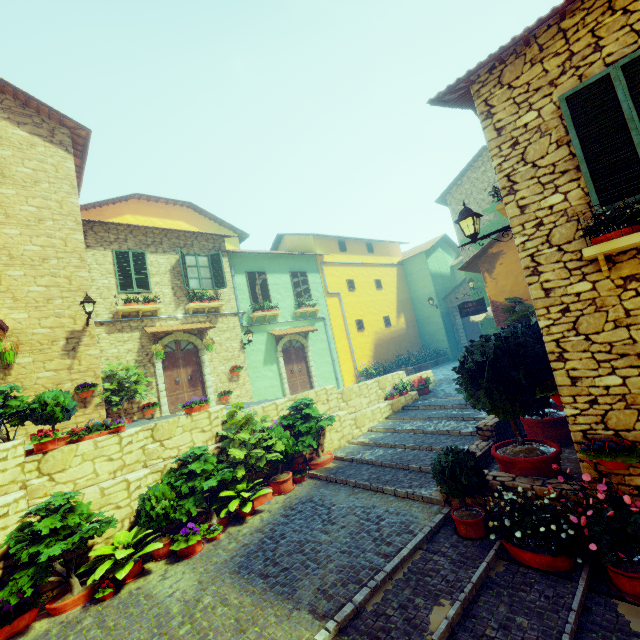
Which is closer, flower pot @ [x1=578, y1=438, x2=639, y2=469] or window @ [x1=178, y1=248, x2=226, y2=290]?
flower pot @ [x1=578, y1=438, x2=639, y2=469]

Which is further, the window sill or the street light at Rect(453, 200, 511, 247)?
the street light at Rect(453, 200, 511, 247)

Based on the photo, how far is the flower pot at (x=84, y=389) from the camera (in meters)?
9.20

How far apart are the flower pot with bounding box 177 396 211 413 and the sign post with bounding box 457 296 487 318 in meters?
9.5 m

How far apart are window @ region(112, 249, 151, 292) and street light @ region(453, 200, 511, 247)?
11.04m

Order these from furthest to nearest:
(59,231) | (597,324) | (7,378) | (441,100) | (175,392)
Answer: (175,392) < (59,231) < (7,378) < (441,100) < (597,324)

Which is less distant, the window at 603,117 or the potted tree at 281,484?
the window at 603,117

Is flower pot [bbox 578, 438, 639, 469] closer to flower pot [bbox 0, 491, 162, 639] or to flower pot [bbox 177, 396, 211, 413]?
flower pot [bbox 0, 491, 162, 639]
